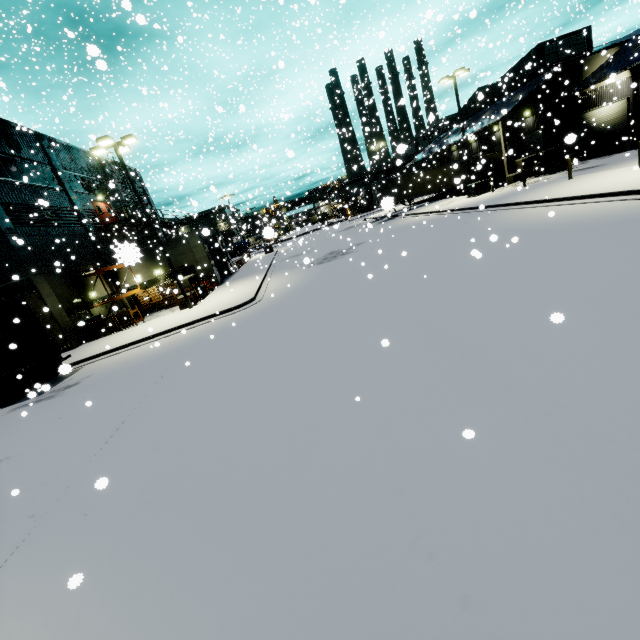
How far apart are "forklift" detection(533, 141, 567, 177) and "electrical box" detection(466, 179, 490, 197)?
3.83m

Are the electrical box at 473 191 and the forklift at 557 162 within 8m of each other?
yes

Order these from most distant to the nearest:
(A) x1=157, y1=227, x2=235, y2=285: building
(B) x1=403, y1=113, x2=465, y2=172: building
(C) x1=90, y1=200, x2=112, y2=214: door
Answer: (B) x1=403, y1=113, x2=465, y2=172: building
(C) x1=90, y1=200, x2=112, y2=214: door
(A) x1=157, y1=227, x2=235, y2=285: building

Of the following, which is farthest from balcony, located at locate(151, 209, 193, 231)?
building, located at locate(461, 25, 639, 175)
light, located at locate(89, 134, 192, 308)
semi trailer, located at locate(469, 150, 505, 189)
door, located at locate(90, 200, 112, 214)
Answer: light, located at locate(89, 134, 192, 308)

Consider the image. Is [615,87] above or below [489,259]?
above

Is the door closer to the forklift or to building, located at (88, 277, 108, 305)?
building, located at (88, 277, 108, 305)

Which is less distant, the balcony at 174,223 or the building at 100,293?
the building at 100,293

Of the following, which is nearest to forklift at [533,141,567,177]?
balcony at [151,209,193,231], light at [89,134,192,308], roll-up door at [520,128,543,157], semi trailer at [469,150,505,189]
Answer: semi trailer at [469,150,505,189]
